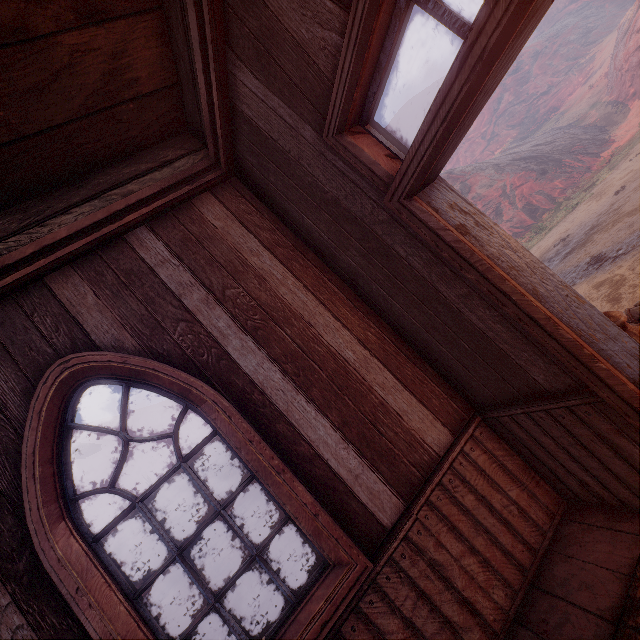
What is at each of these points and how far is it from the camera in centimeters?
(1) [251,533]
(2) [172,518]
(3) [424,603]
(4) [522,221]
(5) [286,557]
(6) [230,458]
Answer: (1) z, 1591cm
(2) instancedfoliageactor, 5481cm
(3) building, 193cm
(4) z, 2350cm
(5) z, 931cm
(6) z, 4231cm

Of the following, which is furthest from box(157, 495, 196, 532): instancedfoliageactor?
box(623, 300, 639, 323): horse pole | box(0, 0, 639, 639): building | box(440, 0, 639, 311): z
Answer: box(623, 300, 639, 323): horse pole

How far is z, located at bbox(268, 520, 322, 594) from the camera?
7.3m

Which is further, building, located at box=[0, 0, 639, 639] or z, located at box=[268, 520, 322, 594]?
z, located at box=[268, 520, 322, 594]

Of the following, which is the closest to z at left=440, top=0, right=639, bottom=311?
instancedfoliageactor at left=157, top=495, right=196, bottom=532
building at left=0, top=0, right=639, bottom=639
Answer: building at left=0, top=0, right=639, bottom=639

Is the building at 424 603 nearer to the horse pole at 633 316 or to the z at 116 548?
the z at 116 548

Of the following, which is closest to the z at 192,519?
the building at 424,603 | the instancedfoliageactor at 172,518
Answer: the building at 424,603

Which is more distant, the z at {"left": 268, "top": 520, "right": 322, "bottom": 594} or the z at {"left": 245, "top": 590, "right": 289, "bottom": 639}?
the z at {"left": 268, "top": 520, "right": 322, "bottom": 594}
